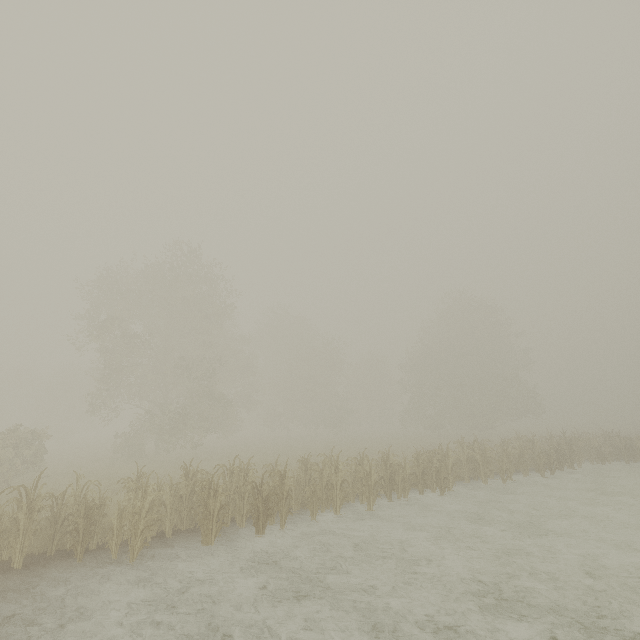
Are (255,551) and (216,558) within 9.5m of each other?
yes
